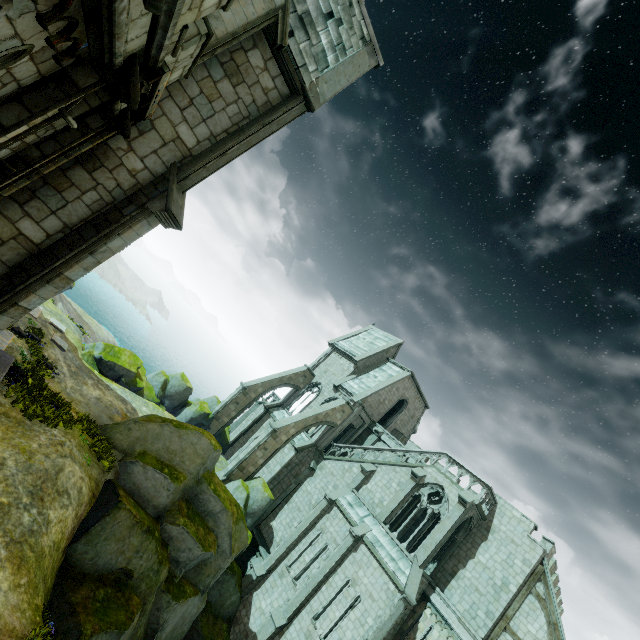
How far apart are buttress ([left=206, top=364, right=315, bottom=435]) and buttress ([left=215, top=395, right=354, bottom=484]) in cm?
588

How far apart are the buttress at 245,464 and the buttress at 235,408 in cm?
588

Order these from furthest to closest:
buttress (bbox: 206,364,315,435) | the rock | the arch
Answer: buttress (bbox: 206,364,315,435) → the rock → the arch

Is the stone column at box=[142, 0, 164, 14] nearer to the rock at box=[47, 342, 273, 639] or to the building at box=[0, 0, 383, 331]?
the building at box=[0, 0, 383, 331]

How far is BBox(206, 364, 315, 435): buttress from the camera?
29.8 meters

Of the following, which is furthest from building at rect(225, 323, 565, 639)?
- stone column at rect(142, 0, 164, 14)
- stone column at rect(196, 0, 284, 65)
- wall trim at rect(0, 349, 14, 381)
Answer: stone column at rect(142, 0, 164, 14)

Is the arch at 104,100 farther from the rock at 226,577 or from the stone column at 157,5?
the rock at 226,577

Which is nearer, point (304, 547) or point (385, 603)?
point (385, 603)
